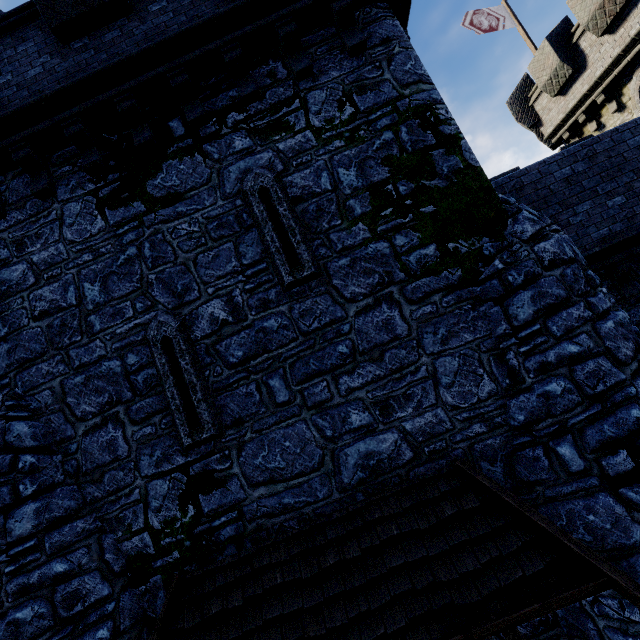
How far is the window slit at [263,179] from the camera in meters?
5.0 m

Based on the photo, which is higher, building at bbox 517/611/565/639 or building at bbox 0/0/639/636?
building at bbox 0/0/639/636

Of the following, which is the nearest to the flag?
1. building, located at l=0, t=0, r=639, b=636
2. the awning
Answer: building, located at l=0, t=0, r=639, b=636

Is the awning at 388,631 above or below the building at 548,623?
above

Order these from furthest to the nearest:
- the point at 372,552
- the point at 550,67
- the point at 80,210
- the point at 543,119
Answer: the point at 543,119 < the point at 550,67 < the point at 80,210 < the point at 372,552

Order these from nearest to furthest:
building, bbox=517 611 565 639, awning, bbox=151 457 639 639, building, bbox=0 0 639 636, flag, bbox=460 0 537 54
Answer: awning, bbox=151 457 639 639, building, bbox=517 611 565 639, building, bbox=0 0 639 636, flag, bbox=460 0 537 54

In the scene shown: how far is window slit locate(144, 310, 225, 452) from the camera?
4.80m

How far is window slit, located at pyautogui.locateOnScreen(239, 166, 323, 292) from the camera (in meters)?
5.00
